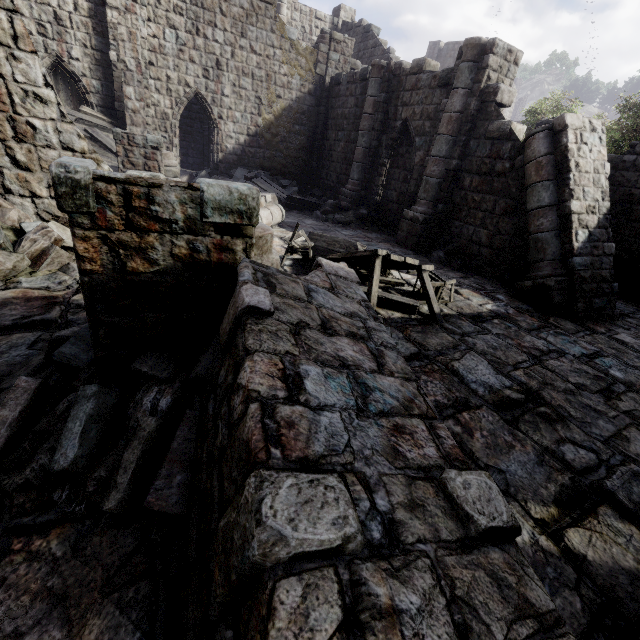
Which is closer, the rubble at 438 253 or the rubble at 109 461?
the rubble at 109 461

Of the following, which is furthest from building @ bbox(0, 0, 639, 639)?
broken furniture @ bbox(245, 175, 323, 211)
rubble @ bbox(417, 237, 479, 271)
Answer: broken furniture @ bbox(245, 175, 323, 211)

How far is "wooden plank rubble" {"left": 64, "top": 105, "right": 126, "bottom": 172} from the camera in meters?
11.8 m

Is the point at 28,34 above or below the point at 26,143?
above

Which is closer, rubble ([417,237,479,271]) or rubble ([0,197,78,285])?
rubble ([0,197,78,285])

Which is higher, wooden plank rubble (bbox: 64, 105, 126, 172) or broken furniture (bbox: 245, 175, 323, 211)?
wooden plank rubble (bbox: 64, 105, 126, 172)

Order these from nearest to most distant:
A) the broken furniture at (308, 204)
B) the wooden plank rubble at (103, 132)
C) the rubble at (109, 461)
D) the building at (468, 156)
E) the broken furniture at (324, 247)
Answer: the building at (468, 156), the rubble at (109, 461), the broken furniture at (324, 247), the wooden plank rubble at (103, 132), the broken furniture at (308, 204)

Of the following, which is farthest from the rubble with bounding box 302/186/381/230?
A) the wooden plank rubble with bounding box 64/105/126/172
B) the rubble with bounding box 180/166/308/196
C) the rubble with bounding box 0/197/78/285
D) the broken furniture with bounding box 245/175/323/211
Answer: the wooden plank rubble with bounding box 64/105/126/172
